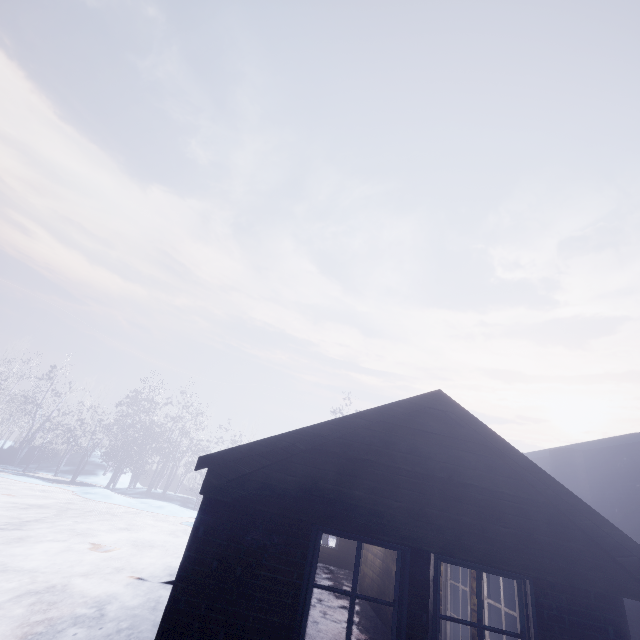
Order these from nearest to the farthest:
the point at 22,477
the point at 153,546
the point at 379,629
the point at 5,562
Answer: the point at 5,562, the point at 379,629, the point at 153,546, the point at 22,477
